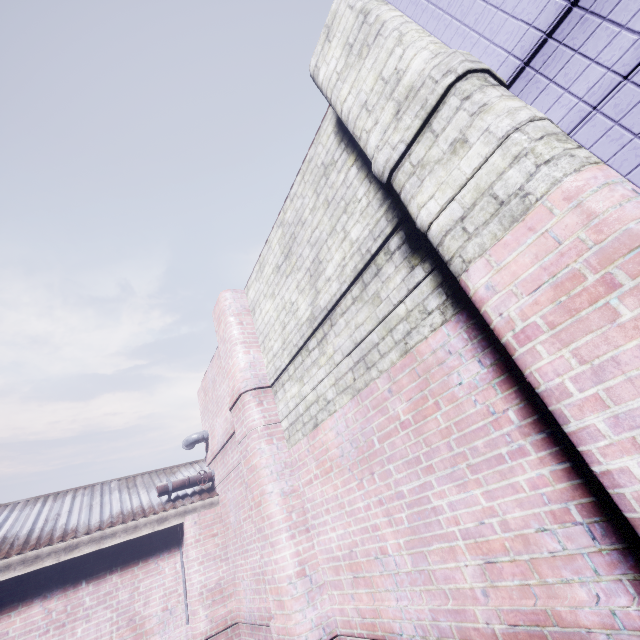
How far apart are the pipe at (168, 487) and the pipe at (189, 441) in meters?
0.5 m

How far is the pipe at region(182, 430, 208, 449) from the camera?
5.7m

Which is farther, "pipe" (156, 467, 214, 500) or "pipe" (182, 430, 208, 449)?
"pipe" (182, 430, 208, 449)

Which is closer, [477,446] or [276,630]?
[477,446]

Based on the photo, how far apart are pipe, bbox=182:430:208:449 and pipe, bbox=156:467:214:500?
0.5m

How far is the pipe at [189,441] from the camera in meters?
5.7 m

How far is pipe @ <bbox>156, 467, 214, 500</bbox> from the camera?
5.0m

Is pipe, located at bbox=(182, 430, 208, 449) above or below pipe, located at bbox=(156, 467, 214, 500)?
above
